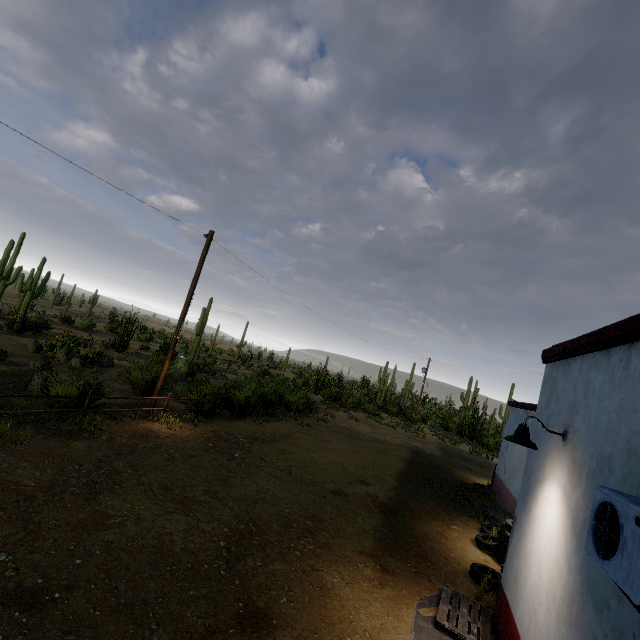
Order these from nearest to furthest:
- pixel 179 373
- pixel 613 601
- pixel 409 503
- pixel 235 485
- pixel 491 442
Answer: pixel 613 601 < pixel 235 485 < pixel 409 503 < pixel 179 373 < pixel 491 442

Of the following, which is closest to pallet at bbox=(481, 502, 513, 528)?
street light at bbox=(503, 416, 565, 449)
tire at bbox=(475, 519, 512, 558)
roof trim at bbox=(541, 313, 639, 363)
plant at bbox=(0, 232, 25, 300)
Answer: tire at bbox=(475, 519, 512, 558)

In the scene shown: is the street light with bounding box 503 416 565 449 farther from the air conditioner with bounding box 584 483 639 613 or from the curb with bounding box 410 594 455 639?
the curb with bounding box 410 594 455 639

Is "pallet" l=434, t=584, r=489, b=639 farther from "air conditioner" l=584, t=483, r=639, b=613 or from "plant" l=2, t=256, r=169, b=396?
"plant" l=2, t=256, r=169, b=396

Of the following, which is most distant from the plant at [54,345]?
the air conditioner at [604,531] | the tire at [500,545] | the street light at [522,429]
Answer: the air conditioner at [604,531]

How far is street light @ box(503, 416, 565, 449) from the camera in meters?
4.6

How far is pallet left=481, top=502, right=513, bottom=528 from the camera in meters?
10.1

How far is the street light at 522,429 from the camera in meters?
4.6
